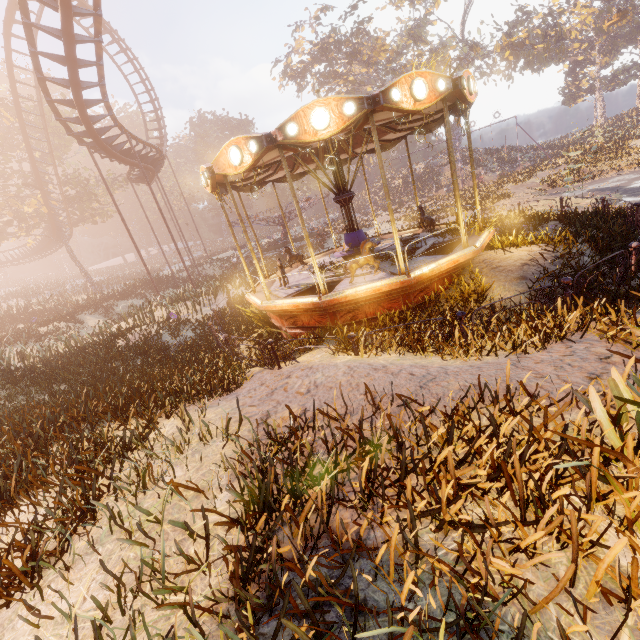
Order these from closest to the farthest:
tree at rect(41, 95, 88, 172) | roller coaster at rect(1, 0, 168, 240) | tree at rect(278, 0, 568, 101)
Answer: roller coaster at rect(1, 0, 168, 240)
tree at rect(41, 95, 88, 172)
tree at rect(278, 0, 568, 101)

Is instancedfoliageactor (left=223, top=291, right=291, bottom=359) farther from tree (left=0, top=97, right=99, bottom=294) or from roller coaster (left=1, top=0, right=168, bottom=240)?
tree (left=0, top=97, right=99, bottom=294)

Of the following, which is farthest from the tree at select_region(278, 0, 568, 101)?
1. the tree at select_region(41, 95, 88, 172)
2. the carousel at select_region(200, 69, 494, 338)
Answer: the carousel at select_region(200, 69, 494, 338)

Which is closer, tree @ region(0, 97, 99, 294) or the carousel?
the carousel

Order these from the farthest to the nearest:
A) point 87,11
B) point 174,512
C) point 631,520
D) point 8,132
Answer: point 8,132
point 87,11
point 174,512
point 631,520

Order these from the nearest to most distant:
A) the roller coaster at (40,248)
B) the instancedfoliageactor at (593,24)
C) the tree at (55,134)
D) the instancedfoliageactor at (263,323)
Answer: the instancedfoliageactor at (263,323), the instancedfoliageactor at (593,24), the tree at (55,134), the roller coaster at (40,248)

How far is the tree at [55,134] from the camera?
29.3m

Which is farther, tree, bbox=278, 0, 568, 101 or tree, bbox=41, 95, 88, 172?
tree, bbox=278, 0, 568, 101
